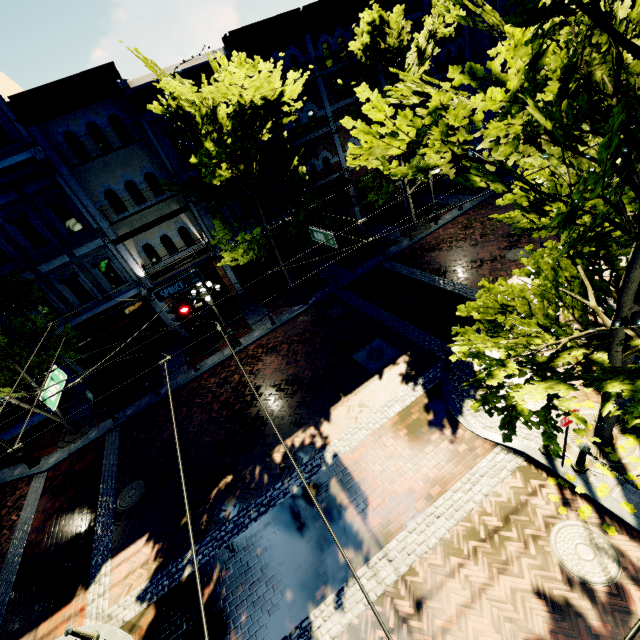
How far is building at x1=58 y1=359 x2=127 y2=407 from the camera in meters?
16.9 m

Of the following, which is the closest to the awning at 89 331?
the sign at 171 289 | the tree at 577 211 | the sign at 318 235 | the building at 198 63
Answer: the building at 198 63

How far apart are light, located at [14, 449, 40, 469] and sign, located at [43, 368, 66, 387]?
6.7m

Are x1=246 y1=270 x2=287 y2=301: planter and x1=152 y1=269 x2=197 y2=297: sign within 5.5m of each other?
no

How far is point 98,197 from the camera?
14.88m

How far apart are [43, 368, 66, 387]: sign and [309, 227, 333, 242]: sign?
8.47m

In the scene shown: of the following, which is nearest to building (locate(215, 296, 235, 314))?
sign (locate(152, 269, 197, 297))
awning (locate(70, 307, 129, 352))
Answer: awning (locate(70, 307, 129, 352))

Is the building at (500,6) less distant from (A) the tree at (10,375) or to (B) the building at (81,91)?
(A) the tree at (10,375)
